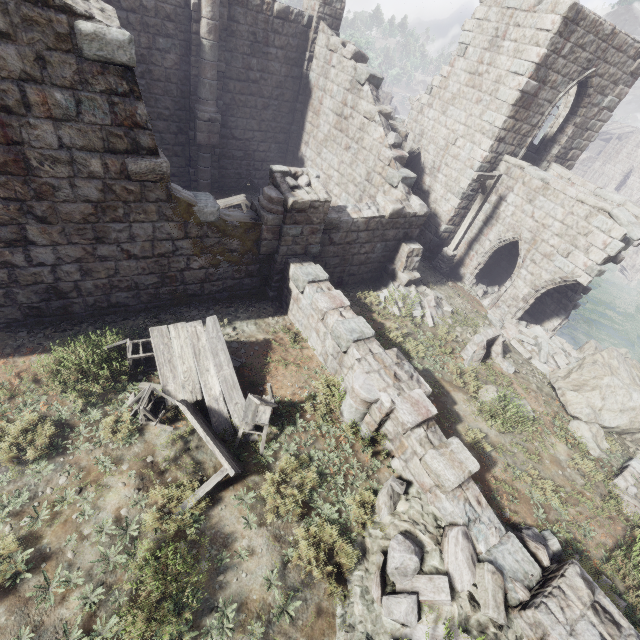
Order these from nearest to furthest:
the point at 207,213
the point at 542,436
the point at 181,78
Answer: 1. the point at 207,213
2. the point at 542,436
3. the point at 181,78

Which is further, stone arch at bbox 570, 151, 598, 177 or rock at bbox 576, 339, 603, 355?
stone arch at bbox 570, 151, 598, 177

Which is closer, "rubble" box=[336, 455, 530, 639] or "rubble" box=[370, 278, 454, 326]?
"rubble" box=[336, 455, 530, 639]

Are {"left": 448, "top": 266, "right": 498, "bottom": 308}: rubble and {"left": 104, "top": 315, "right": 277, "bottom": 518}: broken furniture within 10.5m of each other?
no

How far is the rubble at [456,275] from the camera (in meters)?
15.61

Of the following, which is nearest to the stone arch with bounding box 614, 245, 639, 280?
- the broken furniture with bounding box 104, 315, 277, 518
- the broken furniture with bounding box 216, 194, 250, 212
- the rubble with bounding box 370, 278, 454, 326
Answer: the rubble with bounding box 370, 278, 454, 326

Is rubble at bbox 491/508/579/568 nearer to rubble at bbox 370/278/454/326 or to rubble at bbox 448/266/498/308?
rubble at bbox 370/278/454/326

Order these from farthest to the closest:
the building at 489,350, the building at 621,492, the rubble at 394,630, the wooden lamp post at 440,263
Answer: the wooden lamp post at 440,263 → the building at 489,350 → the building at 621,492 → the rubble at 394,630
